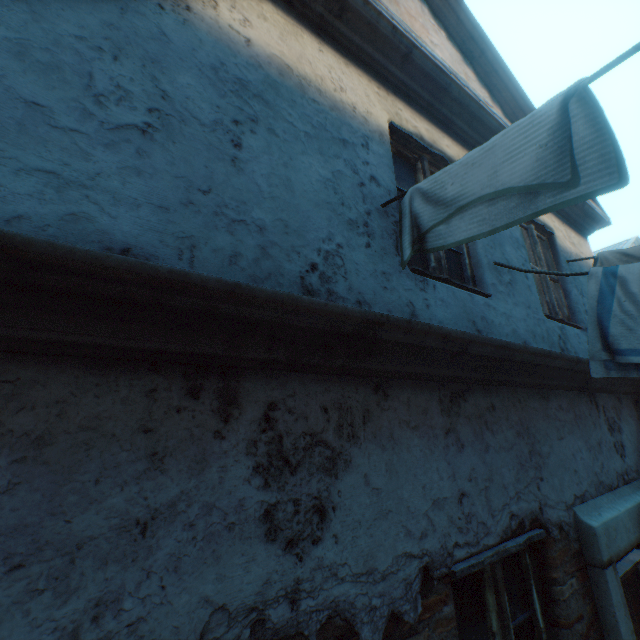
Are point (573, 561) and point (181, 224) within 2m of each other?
no
